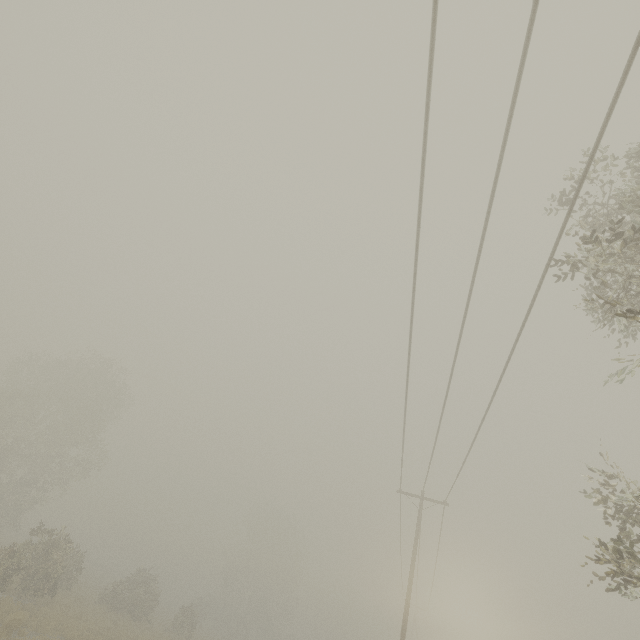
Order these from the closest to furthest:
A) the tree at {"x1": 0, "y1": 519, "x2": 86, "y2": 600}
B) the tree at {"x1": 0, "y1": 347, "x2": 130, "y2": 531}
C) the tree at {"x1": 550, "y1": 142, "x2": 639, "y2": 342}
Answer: the tree at {"x1": 550, "y1": 142, "x2": 639, "y2": 342} < the tree at {"x1": 0, "y1": 519, "x2": 86, "y2": 600} < the tree at {"x1": 0, "y1": 347, "x2": 130, "y2": 531}

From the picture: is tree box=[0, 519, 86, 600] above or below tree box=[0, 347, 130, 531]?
below

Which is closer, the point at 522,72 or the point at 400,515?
the point at 522,72

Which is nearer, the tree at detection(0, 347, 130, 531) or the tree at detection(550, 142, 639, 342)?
the tree at detection(550, 142, 639, 342)

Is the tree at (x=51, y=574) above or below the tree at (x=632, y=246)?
below

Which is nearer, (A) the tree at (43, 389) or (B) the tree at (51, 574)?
(B) the tree at (51, 574)
